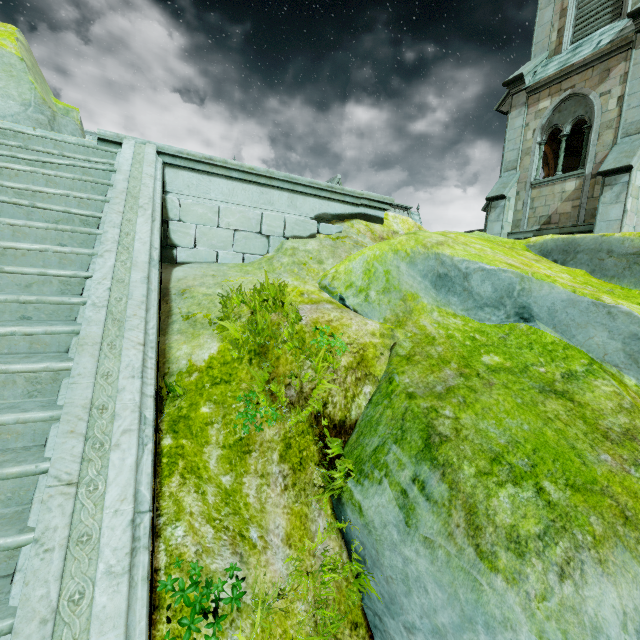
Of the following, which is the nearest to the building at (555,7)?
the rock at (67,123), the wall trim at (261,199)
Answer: the rock at (67,123)

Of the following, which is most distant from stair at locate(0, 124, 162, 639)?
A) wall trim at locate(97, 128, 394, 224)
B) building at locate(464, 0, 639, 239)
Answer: building at locate(464, 0, 639, 239)

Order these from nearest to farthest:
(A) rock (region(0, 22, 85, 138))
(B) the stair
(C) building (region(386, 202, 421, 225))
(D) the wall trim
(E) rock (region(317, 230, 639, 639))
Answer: (B) the stair < (E) rock (region(317, 230, 639, 639)) < (D) the wall trim < (A) rock (region(0, 22, 85, 138)) < (C) building (region(386, 202, 421, 225))

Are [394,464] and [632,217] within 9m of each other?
no

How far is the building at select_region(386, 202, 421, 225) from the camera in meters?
30.7

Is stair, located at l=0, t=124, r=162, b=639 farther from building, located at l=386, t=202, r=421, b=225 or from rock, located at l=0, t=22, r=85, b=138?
building, located at l=386, t=202, r=421, b=225

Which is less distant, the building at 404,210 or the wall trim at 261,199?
the wall trim at 261,199
